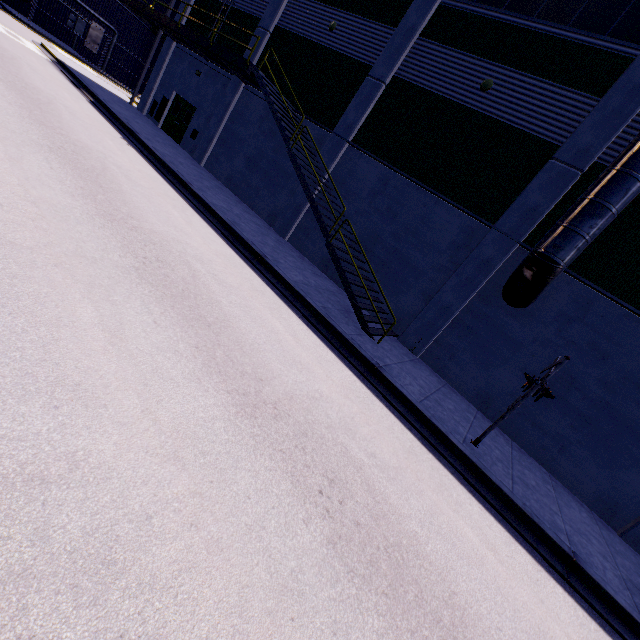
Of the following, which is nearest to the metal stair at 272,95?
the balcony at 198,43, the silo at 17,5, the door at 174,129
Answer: the balcony at 198,43

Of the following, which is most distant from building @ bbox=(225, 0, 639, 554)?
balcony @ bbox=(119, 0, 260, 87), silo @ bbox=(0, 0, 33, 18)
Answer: silo @ bbox=(0, 0, 33, 18)

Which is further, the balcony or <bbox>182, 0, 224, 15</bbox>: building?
<bbox>182, 0, 224, 15</bbox>: building

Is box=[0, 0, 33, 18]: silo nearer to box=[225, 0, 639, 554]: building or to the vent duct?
box=[225, 0, 639, 554]: building

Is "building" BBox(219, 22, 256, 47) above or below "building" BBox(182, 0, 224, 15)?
below

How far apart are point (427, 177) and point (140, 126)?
14.9 meters

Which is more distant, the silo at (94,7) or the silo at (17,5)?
the silo at (94,7)

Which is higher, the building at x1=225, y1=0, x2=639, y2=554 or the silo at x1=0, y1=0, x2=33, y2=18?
the building at x1=225, y1=0, x2=639, y2=554
